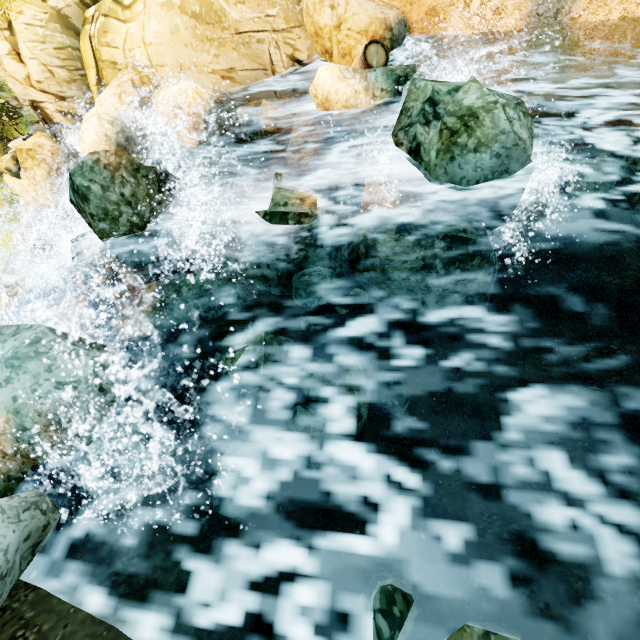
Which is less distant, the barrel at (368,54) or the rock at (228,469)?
the rock at (228,469)

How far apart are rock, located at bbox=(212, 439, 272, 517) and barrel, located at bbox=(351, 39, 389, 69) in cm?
798

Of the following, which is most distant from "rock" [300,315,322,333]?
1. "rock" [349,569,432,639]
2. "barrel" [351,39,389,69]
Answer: "rock" [349,569,432,639]

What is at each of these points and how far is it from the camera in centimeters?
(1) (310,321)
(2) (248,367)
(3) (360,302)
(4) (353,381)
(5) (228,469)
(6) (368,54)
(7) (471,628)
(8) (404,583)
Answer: (1) rock, 528cm
(2) rock, 394cm
(3) rock, 537cm
(4) rock, 405cm
(5) rock, 349cm
(6) barrel, 707cm
(7) rock, 224cm
(8) rock, 252cm

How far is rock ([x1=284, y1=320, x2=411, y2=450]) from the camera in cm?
394

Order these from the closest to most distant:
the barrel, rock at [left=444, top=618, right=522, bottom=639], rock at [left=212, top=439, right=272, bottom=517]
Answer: rock at [left=444, top=618, right=522, bottom=639]
rock at [left=212, top=439, right=272, bottom=517]
the barrel

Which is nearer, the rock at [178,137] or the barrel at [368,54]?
the rock at [178,137]
